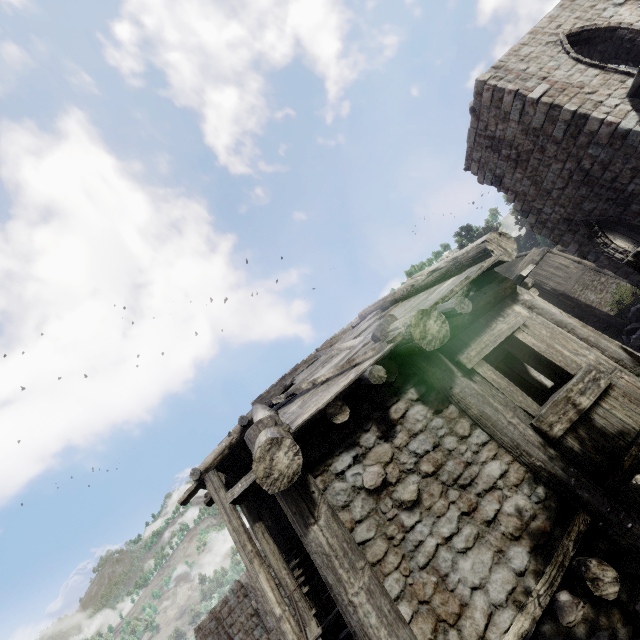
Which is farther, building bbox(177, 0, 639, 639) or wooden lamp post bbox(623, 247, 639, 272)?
wooden lamp post bbox(623, 247, 639, 272)

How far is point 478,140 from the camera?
13.9 meters

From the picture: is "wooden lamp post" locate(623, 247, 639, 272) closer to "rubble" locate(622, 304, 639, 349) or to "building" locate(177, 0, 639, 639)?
"building" locate(177, 0, 639, 639)

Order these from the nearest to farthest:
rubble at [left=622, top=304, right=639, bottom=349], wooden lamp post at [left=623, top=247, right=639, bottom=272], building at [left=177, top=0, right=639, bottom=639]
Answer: building at [left=177, top=0, right=639, bottom=639], wooden lamp post at [left=623, top=247, right=639, bottom=272], rubble at [left=622, top=304, right=639, bottom=349]

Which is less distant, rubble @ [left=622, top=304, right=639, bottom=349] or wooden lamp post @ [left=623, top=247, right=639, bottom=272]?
wooden lamp post @ [left=623, top=247, right=639, bottom=272]

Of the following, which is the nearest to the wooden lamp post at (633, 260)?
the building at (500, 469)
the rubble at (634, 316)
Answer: the building at (500, 469)

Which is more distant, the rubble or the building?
the rubble

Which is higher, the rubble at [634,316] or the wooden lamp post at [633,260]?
the wooden lamp post at [633,260]
